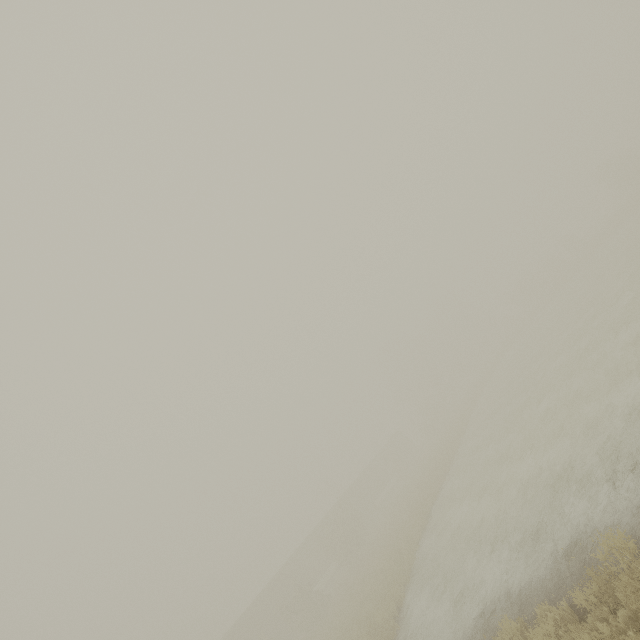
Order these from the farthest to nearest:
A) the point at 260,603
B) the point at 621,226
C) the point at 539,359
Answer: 1. the point at 621,226
2. the point at 260,603
3. the point at 539,359

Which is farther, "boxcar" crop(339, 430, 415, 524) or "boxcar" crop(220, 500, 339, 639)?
"boxcar" crop(339, 430, 415, 524)

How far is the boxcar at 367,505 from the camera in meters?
43.8

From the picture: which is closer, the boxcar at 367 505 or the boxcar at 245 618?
the boxcar at 245 618

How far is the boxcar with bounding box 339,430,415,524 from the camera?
43.8m
